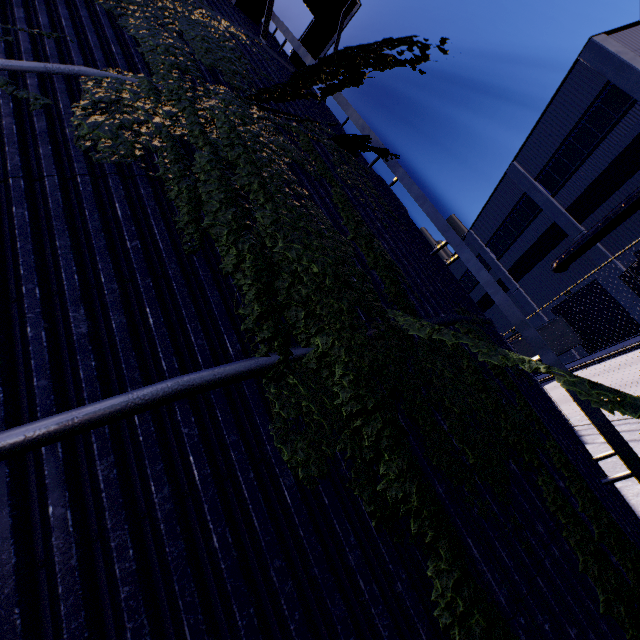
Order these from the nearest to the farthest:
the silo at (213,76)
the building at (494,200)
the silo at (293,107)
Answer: the silo at (213,76)
the silo at (293,107)
the building at (494,200)

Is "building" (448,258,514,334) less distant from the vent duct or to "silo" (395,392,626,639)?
the vent duct

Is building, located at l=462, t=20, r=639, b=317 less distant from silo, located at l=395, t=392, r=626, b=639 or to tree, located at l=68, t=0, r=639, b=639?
tree, located at l=68, t=0, r=639, b=639

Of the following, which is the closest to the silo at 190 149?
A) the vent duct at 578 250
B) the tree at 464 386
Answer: the tree at 464 386

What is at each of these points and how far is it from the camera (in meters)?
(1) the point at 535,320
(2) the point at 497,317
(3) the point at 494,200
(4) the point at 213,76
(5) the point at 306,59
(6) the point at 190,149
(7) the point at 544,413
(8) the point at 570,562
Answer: (1) building, 29.22
(2) building, 34.00
(3) building, 28.22
(4) silo, 3.84
(5) silo, 6.38
(6) silo, 2.87
(7) silo, 3.65
(8) silo, 2.23

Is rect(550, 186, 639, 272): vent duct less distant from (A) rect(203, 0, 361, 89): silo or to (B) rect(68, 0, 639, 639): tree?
(A) rect(203, 0, 361, 89): silo

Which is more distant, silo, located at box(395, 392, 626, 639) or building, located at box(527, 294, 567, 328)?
building, located at box(527, 294, 567, 328)

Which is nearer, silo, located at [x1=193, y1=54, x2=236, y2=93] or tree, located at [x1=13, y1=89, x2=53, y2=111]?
tree, located at [x1=13, y1=89, x2=53, y2=111]
